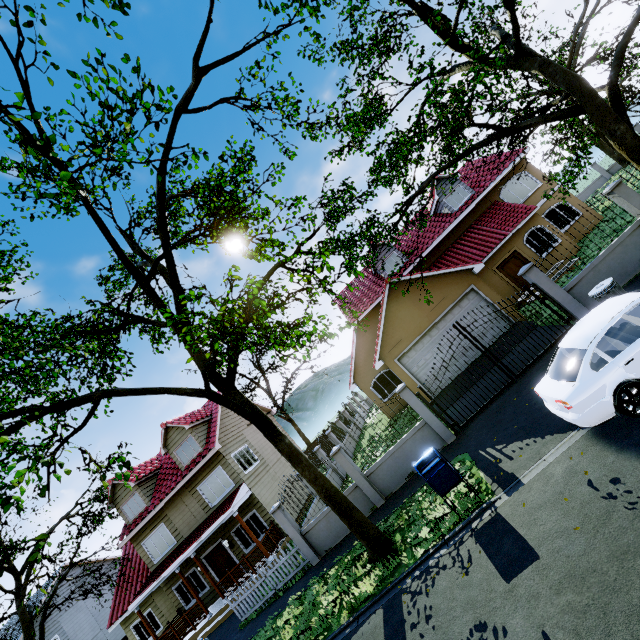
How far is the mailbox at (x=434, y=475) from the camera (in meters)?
7.40

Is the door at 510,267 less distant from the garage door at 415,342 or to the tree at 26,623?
the garage door at 415,342

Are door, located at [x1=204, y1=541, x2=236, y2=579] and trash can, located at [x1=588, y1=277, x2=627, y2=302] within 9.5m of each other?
no

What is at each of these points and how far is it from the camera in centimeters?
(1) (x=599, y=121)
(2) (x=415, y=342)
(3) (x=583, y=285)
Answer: (1) tree, 840cm
(2) garage door, 1574cm
(3) fence, 1052cm

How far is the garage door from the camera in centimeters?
1514cm

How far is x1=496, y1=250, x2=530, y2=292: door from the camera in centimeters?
1828cm

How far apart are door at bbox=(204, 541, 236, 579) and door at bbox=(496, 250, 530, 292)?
21.6 meters

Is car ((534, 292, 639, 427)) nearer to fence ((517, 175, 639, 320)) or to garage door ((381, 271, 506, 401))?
fence ((517, 175, 639, 320))
